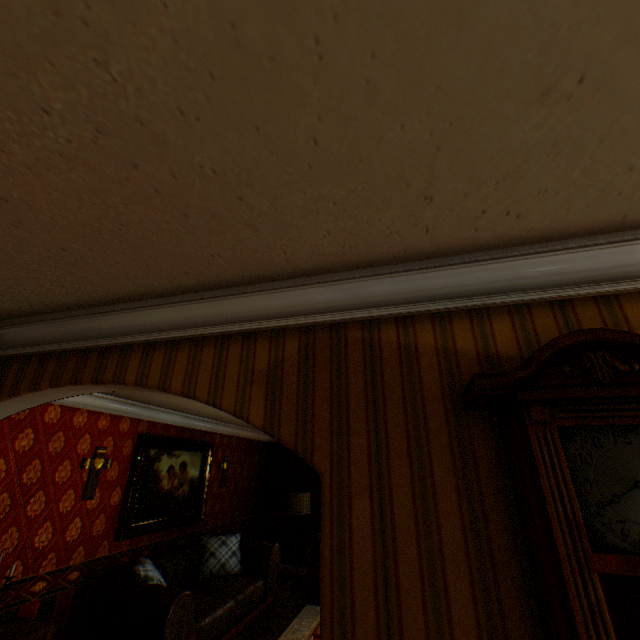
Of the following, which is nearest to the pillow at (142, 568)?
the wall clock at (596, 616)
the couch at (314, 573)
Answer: the couch at (314, 573)

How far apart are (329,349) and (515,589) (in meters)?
1.08

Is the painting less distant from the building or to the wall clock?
the building

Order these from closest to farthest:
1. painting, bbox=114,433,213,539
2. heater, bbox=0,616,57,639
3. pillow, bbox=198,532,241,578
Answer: heater, bbox=0,616,57,639 → painting, bbox=114,433,213,539 → pillow, bbox=198,532,241,578

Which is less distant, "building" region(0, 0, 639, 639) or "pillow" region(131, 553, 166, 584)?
"building" region(0, 0, 639, 639)

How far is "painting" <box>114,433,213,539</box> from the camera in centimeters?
468cm

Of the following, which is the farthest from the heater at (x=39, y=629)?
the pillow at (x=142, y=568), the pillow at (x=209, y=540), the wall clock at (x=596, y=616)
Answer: the wall clock at (x=596, y=616)

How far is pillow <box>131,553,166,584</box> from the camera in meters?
3.9
